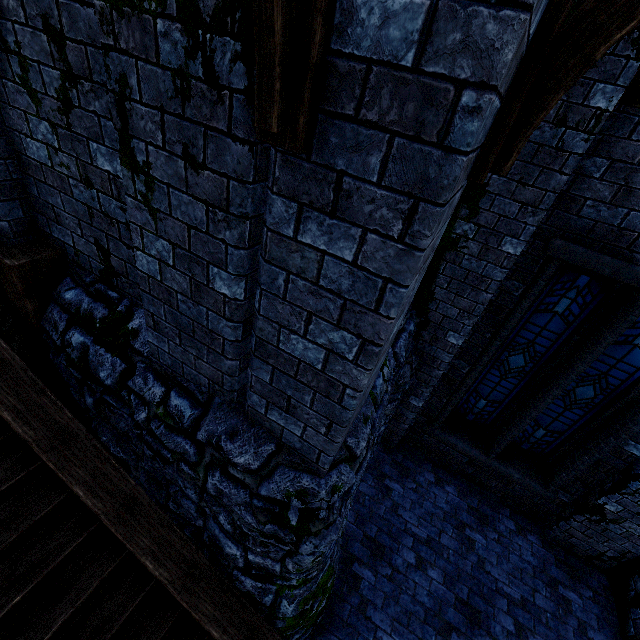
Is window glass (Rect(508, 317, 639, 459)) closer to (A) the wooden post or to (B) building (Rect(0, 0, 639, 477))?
(B) building (Rect(0, 0, 639, 477))

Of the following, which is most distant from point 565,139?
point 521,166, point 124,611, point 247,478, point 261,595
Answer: point 124,611

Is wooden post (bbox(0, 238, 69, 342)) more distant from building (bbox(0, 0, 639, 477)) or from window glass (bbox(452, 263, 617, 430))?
window glass (bbox(452, 263, 617, 430))

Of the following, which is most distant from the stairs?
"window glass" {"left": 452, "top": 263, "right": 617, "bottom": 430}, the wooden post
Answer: "window glass" {"left": 452, "top": 263, "right": 617, "bottom": 430}

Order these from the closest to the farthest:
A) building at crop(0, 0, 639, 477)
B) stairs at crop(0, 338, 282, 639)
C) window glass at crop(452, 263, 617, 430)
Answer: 1. building at crop(0, 0, 639, 477)
2. stairs at crop(0, 338, 282, 639)
3. window glass at crop(452, 263, 617, 430)

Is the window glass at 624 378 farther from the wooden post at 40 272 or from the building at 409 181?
the wooden post at 40 272

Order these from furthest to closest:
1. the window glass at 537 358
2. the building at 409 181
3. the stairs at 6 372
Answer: the window glass at 537 358 < the stairs at 6 372 < the building at 409 181

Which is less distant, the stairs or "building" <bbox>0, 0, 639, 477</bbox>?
"building" <bbox>0, 0, 639, 477</bbox>
